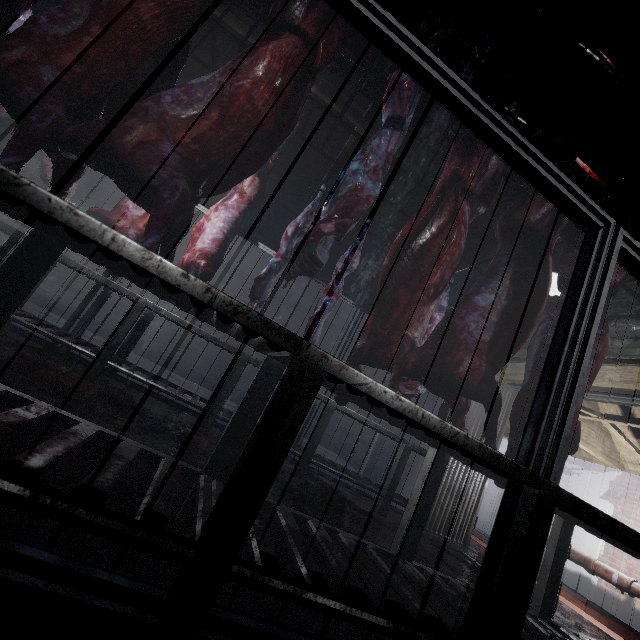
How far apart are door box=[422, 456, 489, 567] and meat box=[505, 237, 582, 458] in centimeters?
123cm

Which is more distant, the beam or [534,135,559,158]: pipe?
the beam

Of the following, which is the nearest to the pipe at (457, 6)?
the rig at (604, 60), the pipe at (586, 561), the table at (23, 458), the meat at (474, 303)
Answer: the rig at (604, 60)

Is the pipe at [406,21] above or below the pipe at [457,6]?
above

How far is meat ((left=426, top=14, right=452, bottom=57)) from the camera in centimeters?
175cm

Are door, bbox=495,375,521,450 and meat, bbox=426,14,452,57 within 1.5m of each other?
no

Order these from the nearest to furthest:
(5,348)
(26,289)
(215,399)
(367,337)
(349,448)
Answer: (26,289) → (367,337) → (5,348) → (215,399) → (349,448)

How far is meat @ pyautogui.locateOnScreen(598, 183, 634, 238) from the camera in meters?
2.0 m
